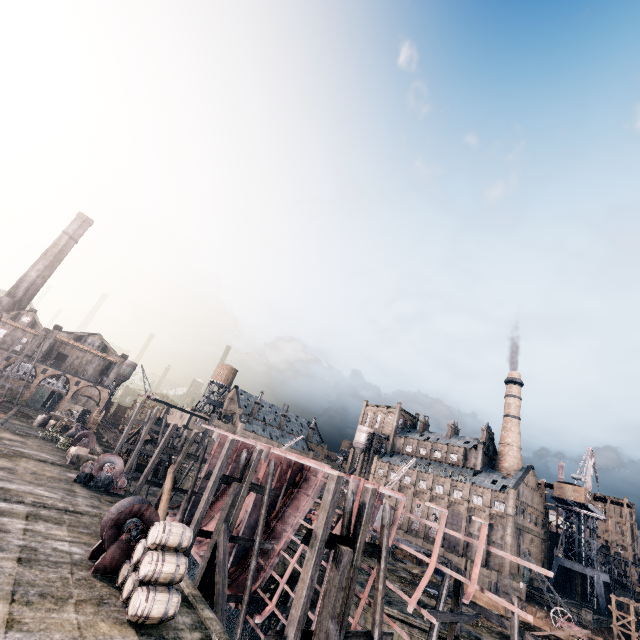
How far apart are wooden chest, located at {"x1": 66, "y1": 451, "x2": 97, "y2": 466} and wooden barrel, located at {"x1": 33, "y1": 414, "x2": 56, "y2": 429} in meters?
19.7 m

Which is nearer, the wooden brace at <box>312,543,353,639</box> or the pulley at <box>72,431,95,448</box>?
the wooden brace at <box>312,543,353,639</box>

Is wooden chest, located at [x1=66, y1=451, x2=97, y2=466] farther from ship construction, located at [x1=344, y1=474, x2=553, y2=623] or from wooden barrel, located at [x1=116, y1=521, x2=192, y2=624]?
wooden barrel, located at [x1=116, y1=521, x2=192, y2=624]

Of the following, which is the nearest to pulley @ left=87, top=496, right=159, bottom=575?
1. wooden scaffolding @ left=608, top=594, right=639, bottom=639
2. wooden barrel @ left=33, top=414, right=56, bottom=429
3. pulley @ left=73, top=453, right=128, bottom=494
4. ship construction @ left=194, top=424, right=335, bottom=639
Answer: ship construction @ left=194, top=424, right=335, bottom=639

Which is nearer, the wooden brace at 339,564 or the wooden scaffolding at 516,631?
the wooden brace at 339,564

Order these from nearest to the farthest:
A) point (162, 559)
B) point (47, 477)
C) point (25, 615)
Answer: point (25, 615) → point (162, 559) → point (47, 477)

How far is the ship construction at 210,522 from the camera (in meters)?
28.67

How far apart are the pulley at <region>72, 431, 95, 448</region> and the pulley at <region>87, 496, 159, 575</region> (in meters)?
24.31
